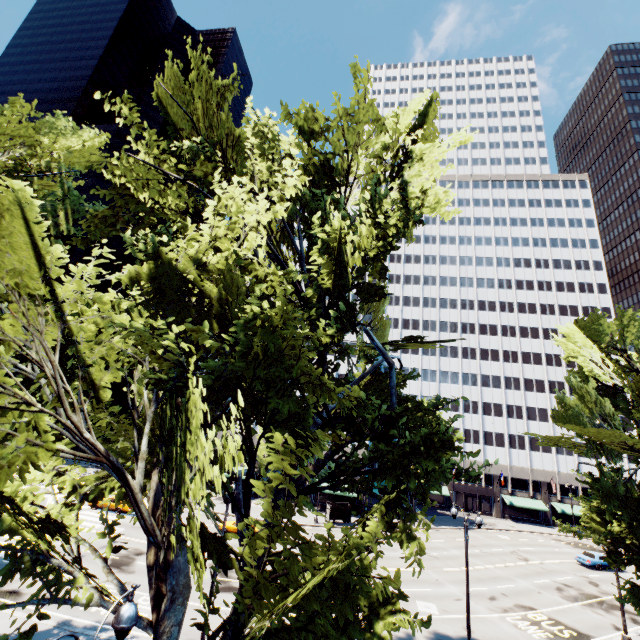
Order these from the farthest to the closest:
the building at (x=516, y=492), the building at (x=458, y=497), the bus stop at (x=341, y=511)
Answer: the building at (x=458, y=497)
the building at (x=516, y=492)
the bus stop at (x=341, y=511)

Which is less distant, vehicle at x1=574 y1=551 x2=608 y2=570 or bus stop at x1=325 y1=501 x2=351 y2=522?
vehicle at x1=574 y1=551 x2=608 y2=570

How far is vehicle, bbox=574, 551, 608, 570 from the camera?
35.7 meters

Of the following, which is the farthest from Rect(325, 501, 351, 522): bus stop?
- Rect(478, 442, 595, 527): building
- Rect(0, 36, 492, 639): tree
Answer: Rect(0, 36, 492, 639): tree

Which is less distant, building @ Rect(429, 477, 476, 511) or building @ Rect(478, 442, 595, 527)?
building @ Rect(478, 442, 595, 527)

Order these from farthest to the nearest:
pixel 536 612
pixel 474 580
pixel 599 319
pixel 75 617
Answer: pixel 474 580
pixel 536 612
pixel 599 319
pixel 75 617

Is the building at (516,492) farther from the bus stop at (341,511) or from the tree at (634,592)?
the bus stop at (341,511)

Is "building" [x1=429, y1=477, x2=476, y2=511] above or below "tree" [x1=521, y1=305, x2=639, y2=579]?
below
